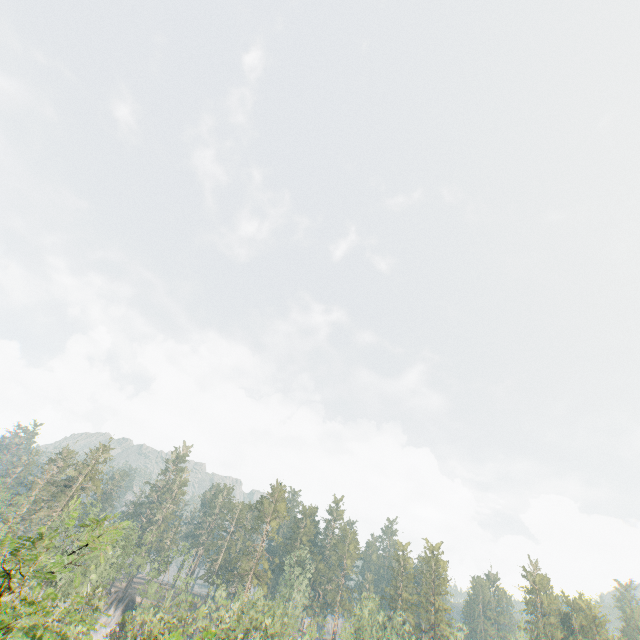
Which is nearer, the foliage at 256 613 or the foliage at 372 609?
the foliage at 256 613

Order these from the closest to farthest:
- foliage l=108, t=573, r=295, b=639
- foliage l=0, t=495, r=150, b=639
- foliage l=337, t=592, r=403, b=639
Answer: foliage l=0, t=495, r=150, b=639 < foliage l=108, t=573, r=295, b=639 < foliage l=337, t=592, r=403, b=639

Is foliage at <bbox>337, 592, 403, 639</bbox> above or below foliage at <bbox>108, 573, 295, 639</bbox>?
above

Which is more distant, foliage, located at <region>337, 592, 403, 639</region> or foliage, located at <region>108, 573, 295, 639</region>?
foliage, located at <region>337, 592, 403, 639</region>

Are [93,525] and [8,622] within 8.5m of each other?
yes
